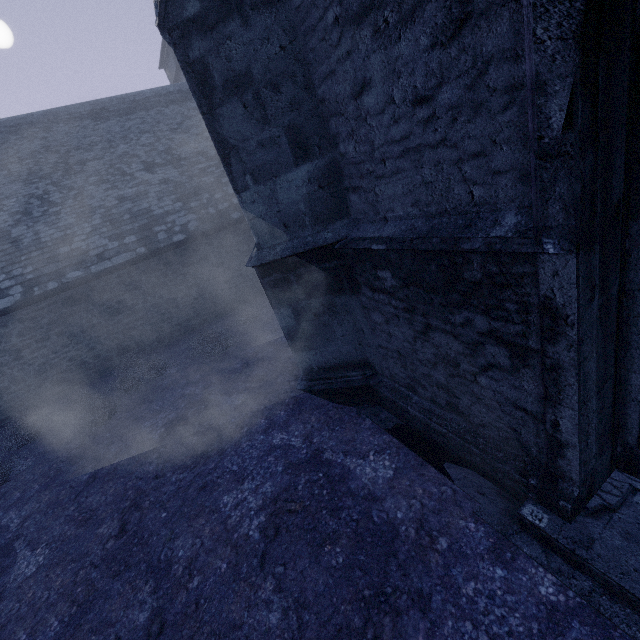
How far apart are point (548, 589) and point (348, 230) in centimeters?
355cm
